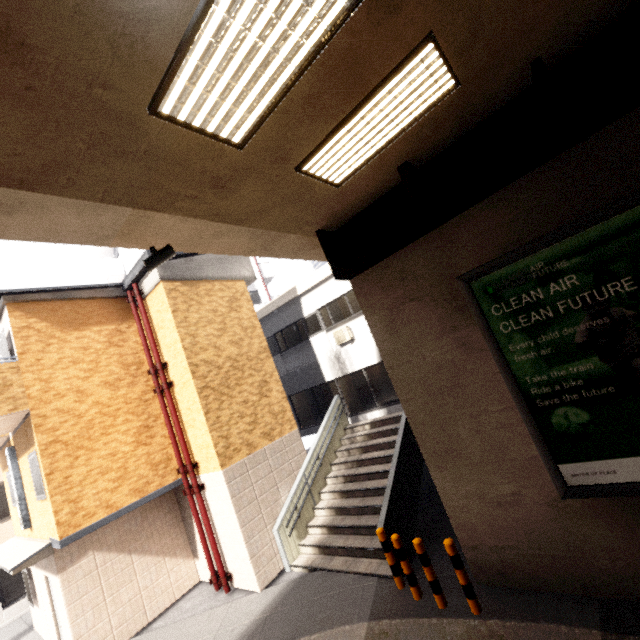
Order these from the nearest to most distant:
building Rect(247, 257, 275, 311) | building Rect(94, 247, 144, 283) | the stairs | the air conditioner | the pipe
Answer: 1. the stairs
2. the pipe
3. the air conditioner
4. building Rect(94, 247, 144, 283)
5. building Rect(247, 257, 275, 311)

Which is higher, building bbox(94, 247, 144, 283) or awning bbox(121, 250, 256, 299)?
building bbox(94, 247, 144, 283)

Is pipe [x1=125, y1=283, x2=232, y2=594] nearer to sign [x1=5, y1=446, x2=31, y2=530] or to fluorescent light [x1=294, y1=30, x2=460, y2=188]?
sign [x1=5, y1=446, x2=31, y2=530]

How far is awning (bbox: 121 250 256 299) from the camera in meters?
9.4 m

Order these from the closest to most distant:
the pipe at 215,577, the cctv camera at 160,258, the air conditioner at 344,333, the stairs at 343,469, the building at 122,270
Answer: the cctv camera at 160,258 < the stairs at 343,469 < the pipe at 215,577 < the air conditioner at 344,333 < the building at 122,270

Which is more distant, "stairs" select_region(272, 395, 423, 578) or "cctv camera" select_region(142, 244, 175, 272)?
"stairs" select_region(272, 395, 423, 578)

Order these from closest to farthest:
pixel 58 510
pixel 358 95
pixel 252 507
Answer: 1. pixel 358 95
2. pixel 58 510
3. pixel 252 507

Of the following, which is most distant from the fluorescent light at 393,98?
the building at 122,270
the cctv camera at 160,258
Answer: the building at 122,270
